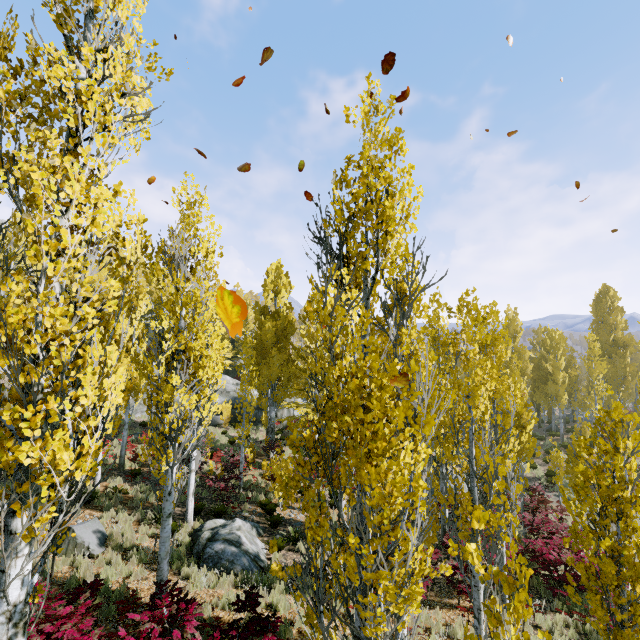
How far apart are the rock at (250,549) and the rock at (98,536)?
2.66m

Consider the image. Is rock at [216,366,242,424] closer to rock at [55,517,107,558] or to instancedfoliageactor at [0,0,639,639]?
instancedfoliageactor at [0,0,639,639]

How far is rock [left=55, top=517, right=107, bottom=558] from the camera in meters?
9.6

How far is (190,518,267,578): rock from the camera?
9.88m

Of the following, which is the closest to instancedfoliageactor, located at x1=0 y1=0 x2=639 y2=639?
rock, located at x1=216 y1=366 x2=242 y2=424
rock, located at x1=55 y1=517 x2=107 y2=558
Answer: rock, located at x1=216 y1=366 x2=242 y2=424

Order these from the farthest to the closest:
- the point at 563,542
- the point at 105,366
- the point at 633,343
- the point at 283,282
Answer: the point at 633,343
the point at 283,282
the point at 105,366
the point at 563,542

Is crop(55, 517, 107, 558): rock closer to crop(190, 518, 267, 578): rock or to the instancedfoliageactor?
the instancedfoliageactor

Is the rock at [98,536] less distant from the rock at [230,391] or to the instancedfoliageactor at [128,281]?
the instancedfoliageactor at [128,281]
